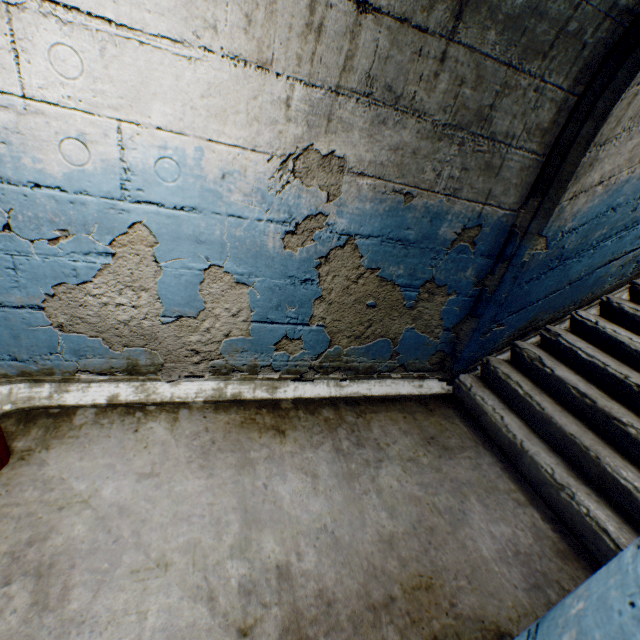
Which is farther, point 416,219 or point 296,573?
point 416,219
